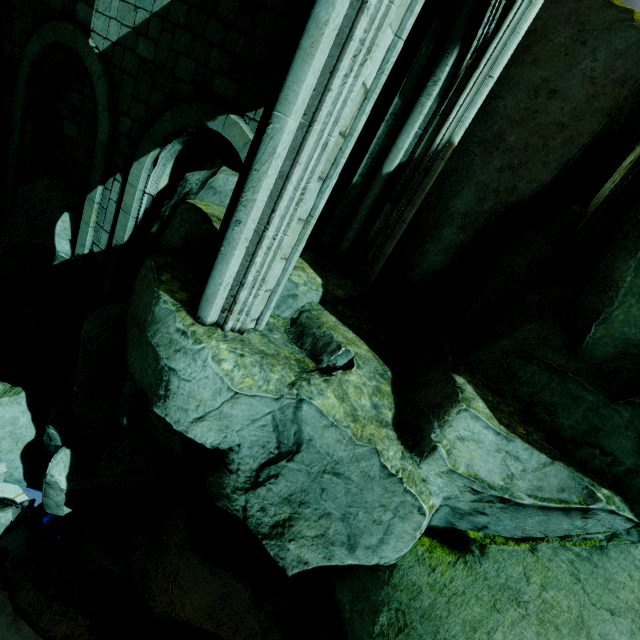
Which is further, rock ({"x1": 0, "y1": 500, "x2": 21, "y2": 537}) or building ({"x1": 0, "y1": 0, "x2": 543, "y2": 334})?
rock ({"x1": 0, "y1": 500, "x2": 21, "y2": 537})

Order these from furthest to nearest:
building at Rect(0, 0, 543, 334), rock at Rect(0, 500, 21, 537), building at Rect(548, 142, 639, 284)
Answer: rock at Rect(0, 500, 21, 537) < building at Rect(548, 142, 639, 284) < building at Rect(0, 0, 543, 334)

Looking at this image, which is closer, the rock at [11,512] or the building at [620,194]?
the building at [620,194]

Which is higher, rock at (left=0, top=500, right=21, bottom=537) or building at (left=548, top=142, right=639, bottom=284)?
building at (left=548, top=142, right=639, bottom=284)

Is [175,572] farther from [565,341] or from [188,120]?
[188,120]

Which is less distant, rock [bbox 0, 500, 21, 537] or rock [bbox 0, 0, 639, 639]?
rock [bbox 0, 0, 639, 639]

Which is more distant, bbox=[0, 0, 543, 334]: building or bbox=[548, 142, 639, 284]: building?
bbox=[548, 142, 639, 284]: building

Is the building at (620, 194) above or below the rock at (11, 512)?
above
